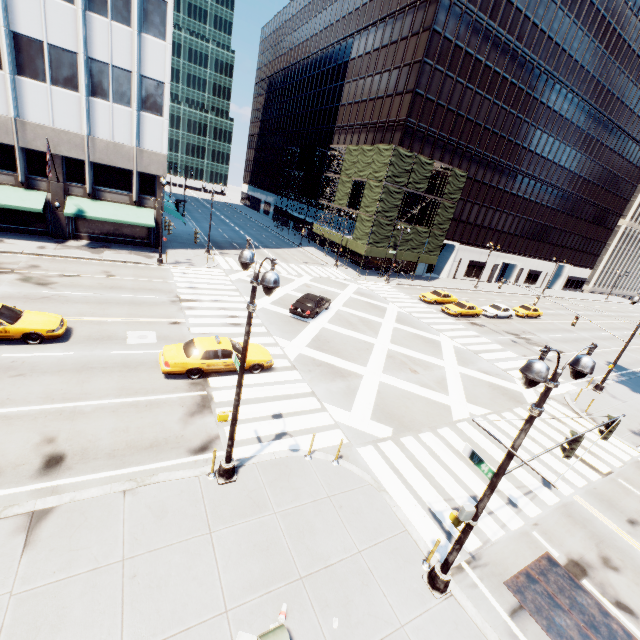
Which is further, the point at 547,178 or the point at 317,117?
the point at 317,117

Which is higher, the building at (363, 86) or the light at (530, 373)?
the building at (363, 86)

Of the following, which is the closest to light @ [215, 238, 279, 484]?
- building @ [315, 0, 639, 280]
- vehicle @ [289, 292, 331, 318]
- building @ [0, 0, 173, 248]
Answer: vehicle @ [289, 292, 331, 318]

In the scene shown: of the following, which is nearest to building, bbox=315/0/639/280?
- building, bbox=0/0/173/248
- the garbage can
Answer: building, bbox=0/0/173/248

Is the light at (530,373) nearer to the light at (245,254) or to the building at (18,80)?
the light at (245,254)

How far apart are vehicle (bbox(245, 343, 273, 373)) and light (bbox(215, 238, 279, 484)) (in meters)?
5.24

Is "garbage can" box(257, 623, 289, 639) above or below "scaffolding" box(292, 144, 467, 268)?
below

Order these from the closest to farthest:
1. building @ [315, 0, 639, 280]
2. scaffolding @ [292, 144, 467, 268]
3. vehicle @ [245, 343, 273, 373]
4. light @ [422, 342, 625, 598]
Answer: light @ [422, 342, 625, 598] < vehicle @ [245, 343, 273, 373] < scaffolding @ [292, 144, 467, 268] < building @ [315, 0, 639, 280]
